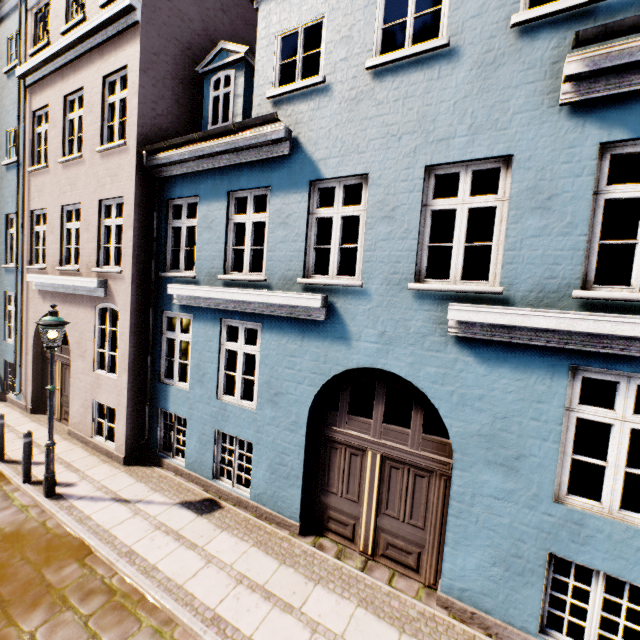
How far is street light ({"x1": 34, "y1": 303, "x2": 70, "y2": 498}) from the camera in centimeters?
616cm

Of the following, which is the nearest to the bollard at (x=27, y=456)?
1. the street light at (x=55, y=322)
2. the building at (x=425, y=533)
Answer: the street light at (x=55, y=322)

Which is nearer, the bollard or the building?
the building

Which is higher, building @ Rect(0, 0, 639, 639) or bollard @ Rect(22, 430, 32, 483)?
building @ Rect(0, 0, 639, 639)

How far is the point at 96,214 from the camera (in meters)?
8.23

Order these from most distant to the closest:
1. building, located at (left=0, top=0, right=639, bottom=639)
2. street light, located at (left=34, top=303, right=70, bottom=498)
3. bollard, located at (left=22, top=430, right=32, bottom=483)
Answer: bollard, located at (left=22, top=430, right=32, bottom=483)
street light, located at (left=34, top=303, right=70, bottom=498)
building, located at (left=0, top=0, right=639, bottom=639)

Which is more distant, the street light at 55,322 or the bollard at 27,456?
the bollard at 27,456

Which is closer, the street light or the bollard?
the street light
